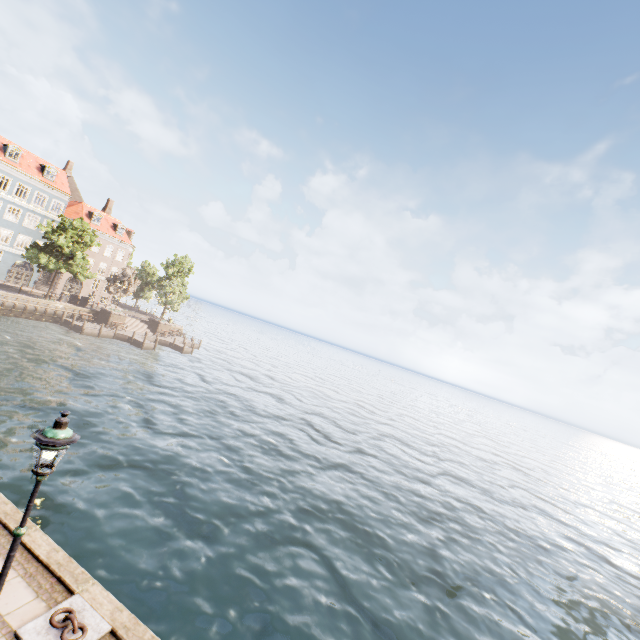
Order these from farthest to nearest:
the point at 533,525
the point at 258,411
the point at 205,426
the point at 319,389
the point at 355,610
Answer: the point at 319,389
the point at 258,411
the point at 533,525
the point at 205,426
the point at 355,610

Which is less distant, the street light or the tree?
the street light

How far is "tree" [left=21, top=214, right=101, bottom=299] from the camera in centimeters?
3566cm

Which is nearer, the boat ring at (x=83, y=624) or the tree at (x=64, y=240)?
the boat ring at (x=83, y=624)

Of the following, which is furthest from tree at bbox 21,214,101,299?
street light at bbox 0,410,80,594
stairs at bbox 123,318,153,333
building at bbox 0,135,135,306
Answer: street light at bbox 0,410,80,594

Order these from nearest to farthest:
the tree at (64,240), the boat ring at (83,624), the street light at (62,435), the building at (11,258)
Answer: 1. the street light at (62,435)
2. the boat ring at (83,624)
3. the tree at (64,240)
4. the building at (11,258)

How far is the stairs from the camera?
46.36m
